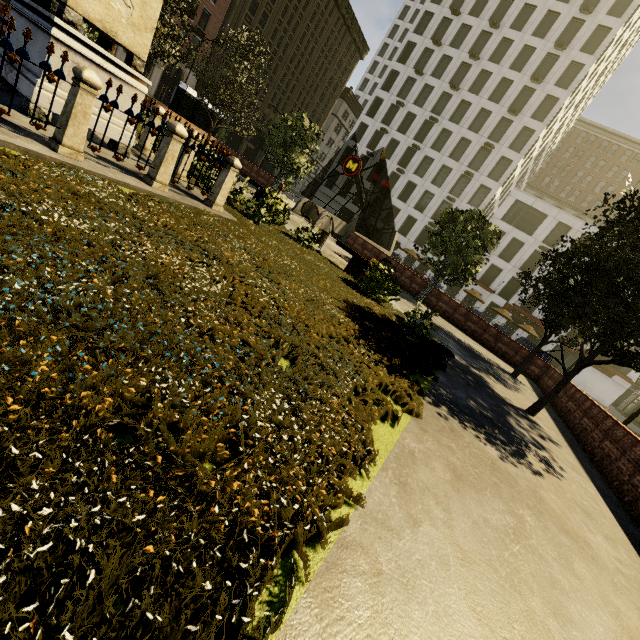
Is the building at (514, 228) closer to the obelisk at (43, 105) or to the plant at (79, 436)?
the plant at (79, 436)

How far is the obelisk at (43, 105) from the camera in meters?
6.0

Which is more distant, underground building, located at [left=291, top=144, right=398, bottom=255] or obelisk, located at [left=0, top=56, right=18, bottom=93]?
underground building, located at [left=291, top=144, right=398, bottom=255]

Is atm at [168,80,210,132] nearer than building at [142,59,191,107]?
Yes

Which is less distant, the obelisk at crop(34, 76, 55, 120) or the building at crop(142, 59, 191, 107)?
the obelisk at crop(34, 76, 55, 120)

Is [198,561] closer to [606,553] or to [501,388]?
[606,553]

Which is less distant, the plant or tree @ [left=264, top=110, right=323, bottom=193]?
the plant

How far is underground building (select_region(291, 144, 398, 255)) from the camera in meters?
22.4
